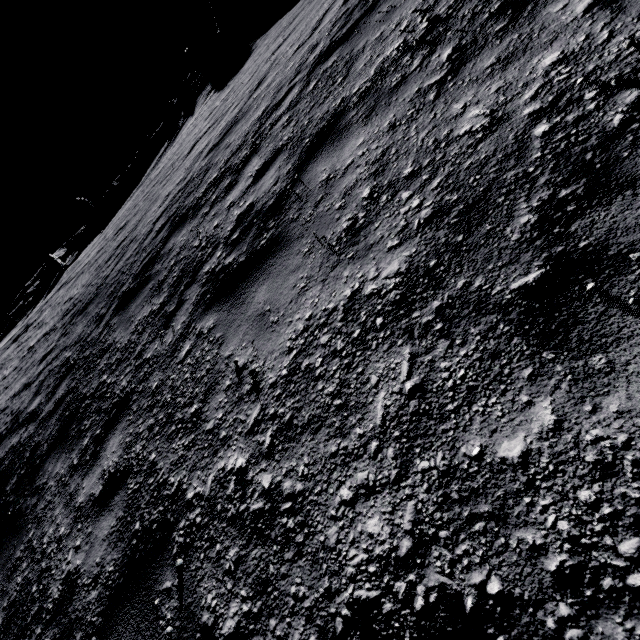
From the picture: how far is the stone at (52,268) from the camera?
42.9m

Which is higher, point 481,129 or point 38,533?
point 481,129

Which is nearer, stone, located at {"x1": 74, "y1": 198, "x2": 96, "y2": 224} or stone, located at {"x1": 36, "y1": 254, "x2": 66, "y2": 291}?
stone, located at {"x1": 36, "y1": 254, "x2": 66, "y2": 291}

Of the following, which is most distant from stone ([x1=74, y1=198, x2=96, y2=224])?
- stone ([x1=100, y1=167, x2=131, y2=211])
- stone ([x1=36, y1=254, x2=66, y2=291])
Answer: stone ([x1=36, y1=254, x2=66, y2=291])

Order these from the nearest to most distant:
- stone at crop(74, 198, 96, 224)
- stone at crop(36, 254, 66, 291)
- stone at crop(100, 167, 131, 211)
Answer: stone at crop(36, 254, 66, 291)
stone at crop(100, 167, 131, 211)
stone at crop(74, 198, 96, 224)

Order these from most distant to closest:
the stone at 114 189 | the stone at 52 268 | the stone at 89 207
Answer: the stone at 89 207 → the stone at 114 189 → the stone at 52 268
